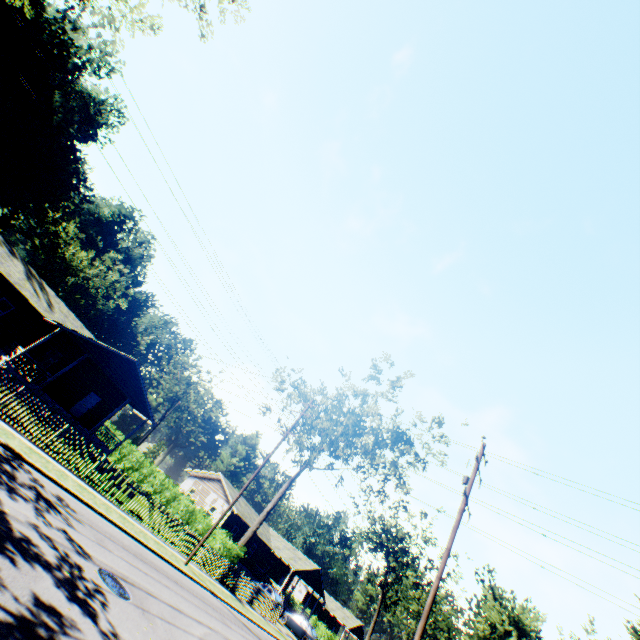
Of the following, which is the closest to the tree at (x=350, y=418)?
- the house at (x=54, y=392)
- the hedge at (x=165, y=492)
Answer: the hedge at (x=165, y=492)

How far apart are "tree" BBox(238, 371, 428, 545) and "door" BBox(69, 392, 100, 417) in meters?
17.4

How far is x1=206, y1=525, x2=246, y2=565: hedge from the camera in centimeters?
2259cm

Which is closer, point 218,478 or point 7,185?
point 218,478

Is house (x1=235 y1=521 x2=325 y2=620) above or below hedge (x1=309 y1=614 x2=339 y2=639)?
above

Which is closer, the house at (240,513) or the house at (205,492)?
the house at (240,513)

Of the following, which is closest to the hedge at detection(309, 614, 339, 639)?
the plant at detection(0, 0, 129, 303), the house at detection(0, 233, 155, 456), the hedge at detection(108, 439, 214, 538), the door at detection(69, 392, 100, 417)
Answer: the plant at detection(0, 0, 129, 303)
